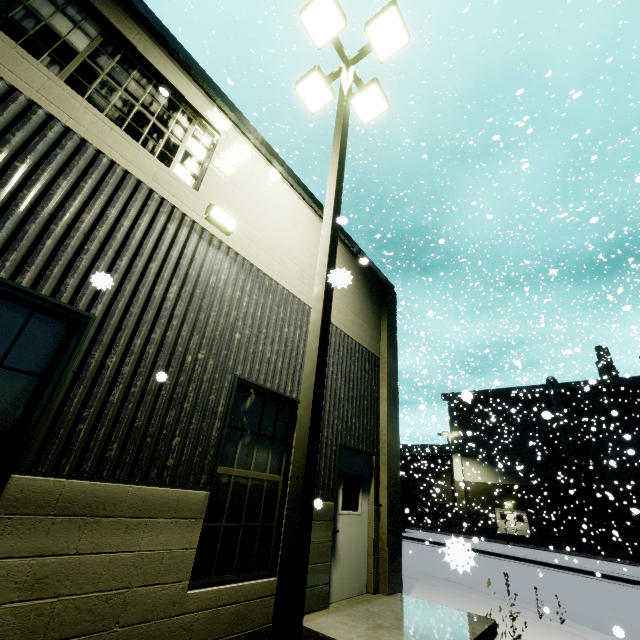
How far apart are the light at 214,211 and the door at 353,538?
4.4m

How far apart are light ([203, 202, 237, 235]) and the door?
4.4 meters

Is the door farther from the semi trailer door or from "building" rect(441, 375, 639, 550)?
the semi trailer door

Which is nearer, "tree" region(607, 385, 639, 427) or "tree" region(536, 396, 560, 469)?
"tree" region(607, 385, 639, 427)

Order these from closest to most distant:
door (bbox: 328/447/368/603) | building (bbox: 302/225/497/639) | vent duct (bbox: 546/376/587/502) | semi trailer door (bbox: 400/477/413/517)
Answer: building (bbox: 302/225/497/639) < door (bbox: 328/447/368/603) < semi trailer door (bbox: 400/477/413/517) < vent duct (bbox: 546/376/587/502)

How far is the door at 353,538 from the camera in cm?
576

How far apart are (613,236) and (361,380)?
10.1m

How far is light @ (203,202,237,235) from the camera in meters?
4.9
